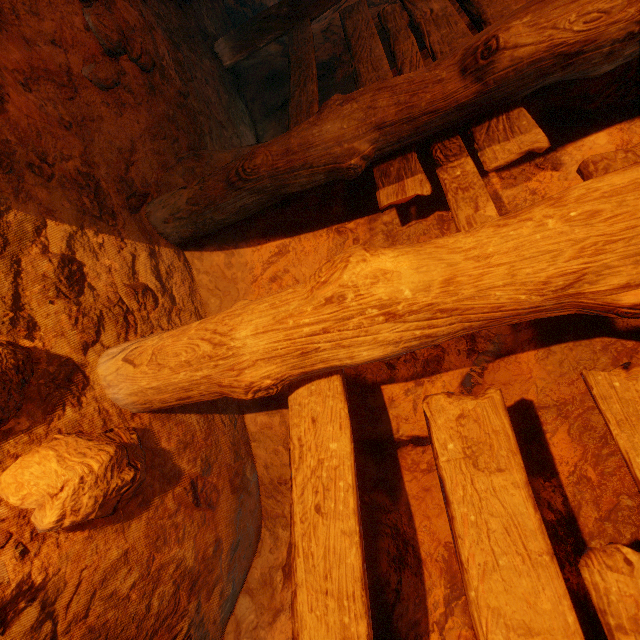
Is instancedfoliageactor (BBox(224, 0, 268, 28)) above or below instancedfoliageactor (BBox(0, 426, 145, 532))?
above

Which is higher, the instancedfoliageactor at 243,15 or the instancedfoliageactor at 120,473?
the instancedfoliageactor at 243,15

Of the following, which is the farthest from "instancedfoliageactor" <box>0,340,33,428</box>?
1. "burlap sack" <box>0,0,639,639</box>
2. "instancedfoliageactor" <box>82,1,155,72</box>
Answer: "instancedfoliageactor" <box>82,1,155,72</box>

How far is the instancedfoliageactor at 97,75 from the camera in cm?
181

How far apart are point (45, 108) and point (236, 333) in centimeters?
155cm

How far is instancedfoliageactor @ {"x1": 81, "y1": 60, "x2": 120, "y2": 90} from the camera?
1.8m

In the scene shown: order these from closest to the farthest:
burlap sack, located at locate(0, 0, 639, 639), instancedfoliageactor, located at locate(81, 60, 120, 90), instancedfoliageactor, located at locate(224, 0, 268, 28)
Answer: burlap sack, located at locate(0, 0, 639, 639) < instancedfoliageactor, located at locate(81, 60, 120, 90) < instancedfoliageactor, located at locate(224, 0, 268, 28)

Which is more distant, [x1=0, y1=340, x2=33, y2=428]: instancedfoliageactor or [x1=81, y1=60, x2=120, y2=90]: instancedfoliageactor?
[x1=81, y1=60, x2=120, y2=90]: instancedfoliageactor
